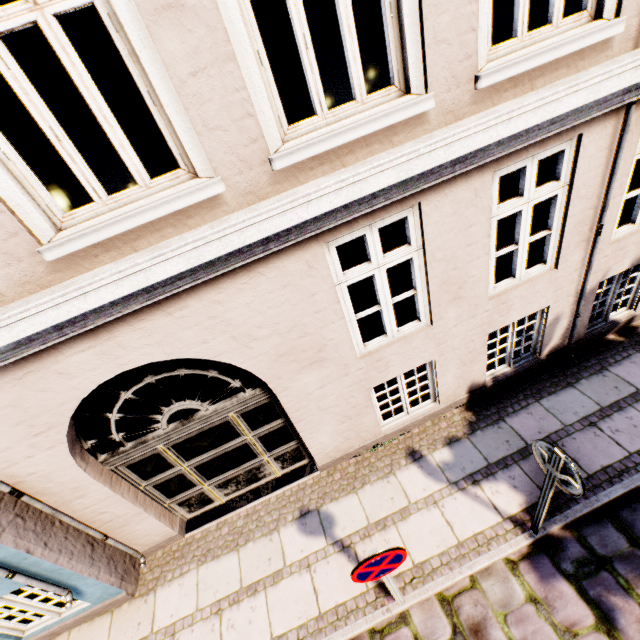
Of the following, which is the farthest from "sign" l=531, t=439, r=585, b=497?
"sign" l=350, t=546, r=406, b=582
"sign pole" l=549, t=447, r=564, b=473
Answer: "sign" l=350, t=546, r=406, b=582

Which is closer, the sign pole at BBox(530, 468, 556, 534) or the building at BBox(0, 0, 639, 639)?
the building at BBox(0, 0, 639, 639)

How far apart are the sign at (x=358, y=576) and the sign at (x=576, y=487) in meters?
1.6 m

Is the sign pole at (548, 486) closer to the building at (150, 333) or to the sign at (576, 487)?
the sign at (576, 487)

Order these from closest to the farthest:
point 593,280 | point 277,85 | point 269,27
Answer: point 593,280 < point 277,85 < point 269,27

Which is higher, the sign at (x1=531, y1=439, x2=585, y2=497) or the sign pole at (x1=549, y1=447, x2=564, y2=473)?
the sign pole at (x1=549, y1=447, x2=564, y2=473)

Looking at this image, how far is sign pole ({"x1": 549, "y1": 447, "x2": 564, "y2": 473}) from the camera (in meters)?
2.87
